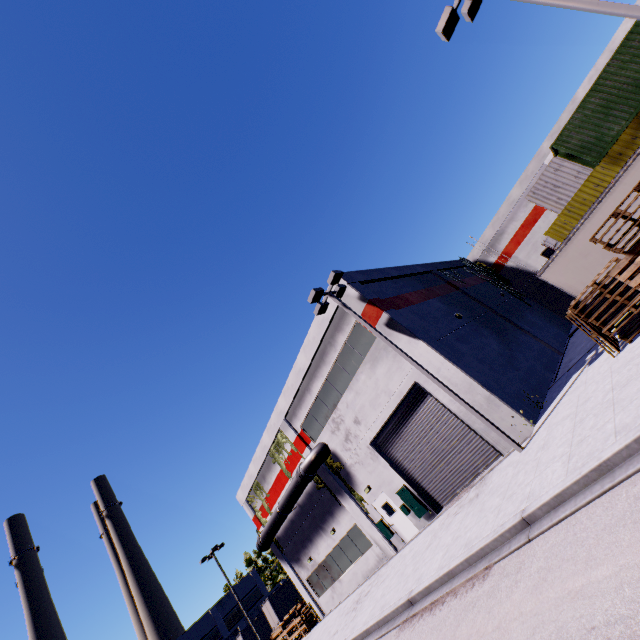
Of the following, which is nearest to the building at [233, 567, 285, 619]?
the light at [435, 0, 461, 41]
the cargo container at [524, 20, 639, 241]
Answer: the cargo container at [524, 20, 639, 241]

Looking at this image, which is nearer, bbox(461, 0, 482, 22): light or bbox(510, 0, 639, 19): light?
bbox(510, 0, 639, 19): light

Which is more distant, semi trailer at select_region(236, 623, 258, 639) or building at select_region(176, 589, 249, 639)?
building at select_region(176, 589, 249, 639)

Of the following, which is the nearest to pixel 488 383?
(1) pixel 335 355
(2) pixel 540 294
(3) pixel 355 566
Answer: (1) pixel 335 355

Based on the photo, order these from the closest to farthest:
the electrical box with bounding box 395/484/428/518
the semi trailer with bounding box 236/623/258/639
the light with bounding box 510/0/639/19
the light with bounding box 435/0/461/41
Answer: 1. the light with bounding box 510/0/639/19
2. the light with bounding box 435/0/461/41
3. the electrical box with bounding box 395/484/428/518
4. the semi trailer with bounding box 236/623/258/639

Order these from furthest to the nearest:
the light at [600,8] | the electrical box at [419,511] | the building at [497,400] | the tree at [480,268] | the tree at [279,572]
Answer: the tree at [279,572] < the tree at [480,268] < the electrical box at [419,511] < the building at [497,400] < the light at [600,8]

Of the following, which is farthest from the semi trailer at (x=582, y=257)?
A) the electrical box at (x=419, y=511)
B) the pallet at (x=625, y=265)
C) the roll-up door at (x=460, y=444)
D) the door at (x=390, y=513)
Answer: the door at (x=390, y=513)

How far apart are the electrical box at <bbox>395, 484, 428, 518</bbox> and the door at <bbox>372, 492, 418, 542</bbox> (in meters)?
0.05
